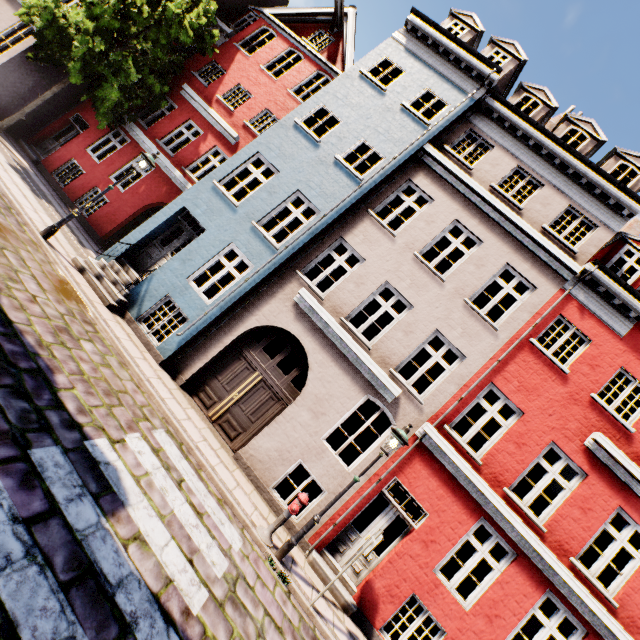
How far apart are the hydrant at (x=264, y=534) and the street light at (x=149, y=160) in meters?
9.2

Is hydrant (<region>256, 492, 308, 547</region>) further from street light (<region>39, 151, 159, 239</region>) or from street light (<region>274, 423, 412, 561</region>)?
street light (<region>39, 151, 159, 239</region>)

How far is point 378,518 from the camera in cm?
820

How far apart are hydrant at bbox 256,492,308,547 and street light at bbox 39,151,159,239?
9.2m

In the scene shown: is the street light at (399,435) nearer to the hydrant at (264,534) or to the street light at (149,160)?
the hydrant at (264,534)

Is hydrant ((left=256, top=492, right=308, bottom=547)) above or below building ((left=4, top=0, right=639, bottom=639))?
below

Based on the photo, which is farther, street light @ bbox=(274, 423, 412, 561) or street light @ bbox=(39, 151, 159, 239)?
street light @ bbox=(39, 151, 159, 239)

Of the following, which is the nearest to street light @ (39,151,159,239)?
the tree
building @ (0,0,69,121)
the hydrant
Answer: building @ (0,0,69,121)
